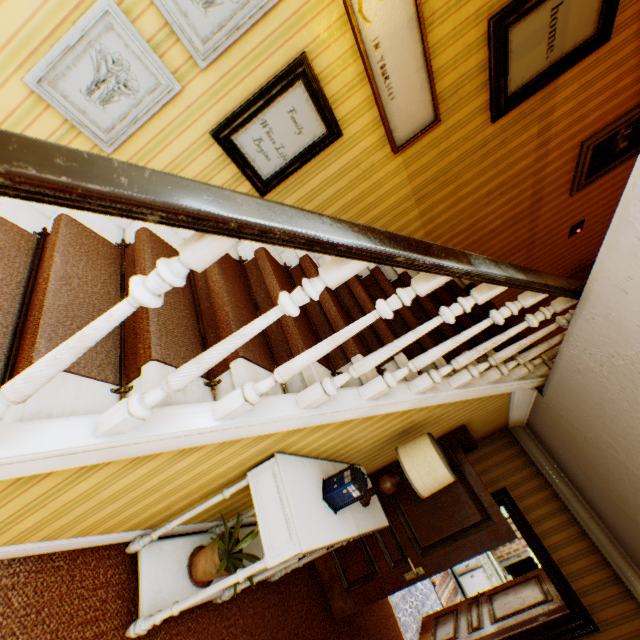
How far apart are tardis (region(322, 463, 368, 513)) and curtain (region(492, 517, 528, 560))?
9.73m

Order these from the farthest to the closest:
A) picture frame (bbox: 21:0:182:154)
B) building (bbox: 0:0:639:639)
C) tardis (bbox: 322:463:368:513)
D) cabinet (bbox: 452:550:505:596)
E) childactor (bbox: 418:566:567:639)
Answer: cabinet (bbox: 452:550:505:596) → childactor (bbox: 418:566:567:639) → tardis (bbox: 322:463:368:513) → picture frame (bbox: 21:0:182:154) → building (bbox: 0:0:639:639)

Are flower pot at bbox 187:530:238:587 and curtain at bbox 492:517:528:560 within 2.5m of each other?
no

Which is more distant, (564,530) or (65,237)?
(564,530)

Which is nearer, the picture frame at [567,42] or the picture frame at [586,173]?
the picture frame at [567,42]

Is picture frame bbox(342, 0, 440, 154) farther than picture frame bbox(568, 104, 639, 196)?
No

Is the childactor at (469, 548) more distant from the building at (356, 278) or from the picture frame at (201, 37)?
the picture frame at (201, 37)

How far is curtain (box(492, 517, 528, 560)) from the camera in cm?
885
